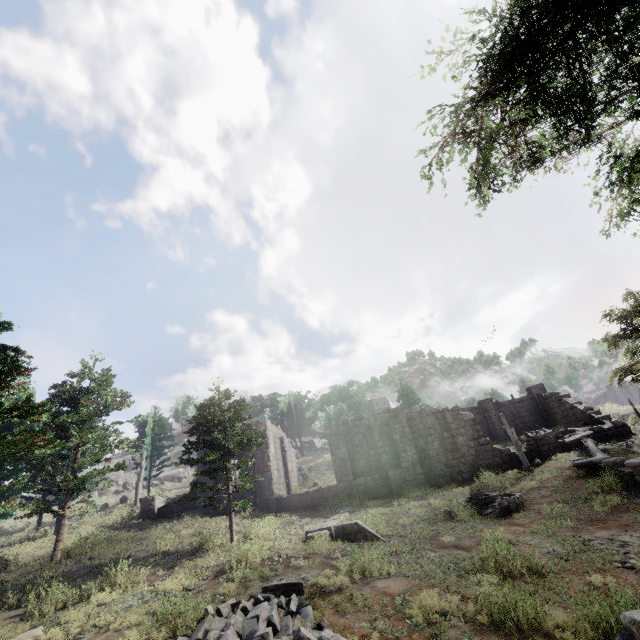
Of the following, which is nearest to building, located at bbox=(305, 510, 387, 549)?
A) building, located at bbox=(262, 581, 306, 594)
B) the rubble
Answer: the rubble

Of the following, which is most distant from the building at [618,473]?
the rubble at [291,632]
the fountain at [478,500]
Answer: the rubble at [291,632]

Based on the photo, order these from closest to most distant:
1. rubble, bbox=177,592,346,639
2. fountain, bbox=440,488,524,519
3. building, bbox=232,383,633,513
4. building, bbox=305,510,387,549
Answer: rubble, bbox=177,592,346,639 → building, bbox=305,510,387,549 → fountain, bbox=440,488,524,519 → building, bbox=232,383,633,513

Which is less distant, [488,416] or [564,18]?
[564,18]

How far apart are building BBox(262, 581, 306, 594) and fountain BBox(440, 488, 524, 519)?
9.8m

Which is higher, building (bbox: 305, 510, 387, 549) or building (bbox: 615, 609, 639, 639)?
building (bbox: 305, 510, 387, 549)

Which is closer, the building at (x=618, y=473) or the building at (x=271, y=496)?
the building at (x=618, y=473)

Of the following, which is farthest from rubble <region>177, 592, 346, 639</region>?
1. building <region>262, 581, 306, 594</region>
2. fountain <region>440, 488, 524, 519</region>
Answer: fountain <region>440, 488, 524, 519</region>
